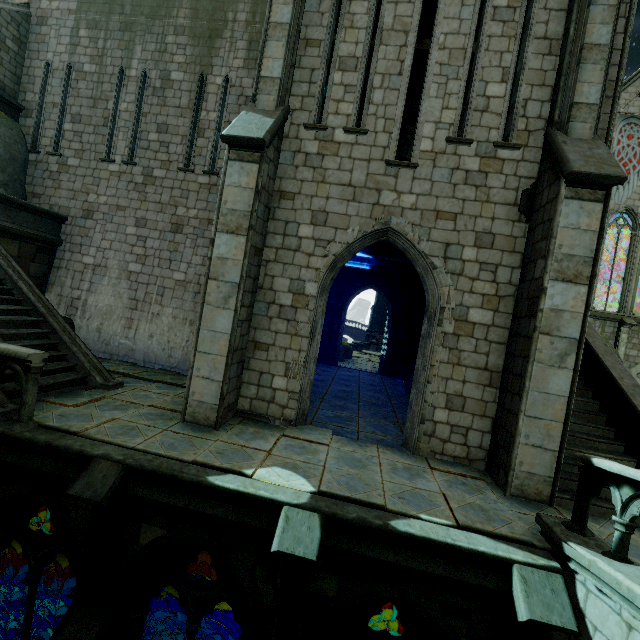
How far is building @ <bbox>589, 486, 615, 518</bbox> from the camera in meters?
5.8 m

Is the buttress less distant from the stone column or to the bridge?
the stone column

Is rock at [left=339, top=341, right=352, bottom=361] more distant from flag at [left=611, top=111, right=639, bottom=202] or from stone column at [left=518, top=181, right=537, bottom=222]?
stone column at [left=518, top=181, right=537, bottom=222]

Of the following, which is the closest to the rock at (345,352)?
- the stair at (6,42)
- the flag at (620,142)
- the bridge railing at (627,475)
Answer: the stair at (6,42)

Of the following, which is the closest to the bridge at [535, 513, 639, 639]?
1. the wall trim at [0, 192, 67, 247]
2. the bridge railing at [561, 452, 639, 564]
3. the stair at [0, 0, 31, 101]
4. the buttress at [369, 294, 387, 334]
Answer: the bridge railing at [561, 452, 639, 564]

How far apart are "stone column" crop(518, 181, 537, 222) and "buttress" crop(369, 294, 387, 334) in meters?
51.3

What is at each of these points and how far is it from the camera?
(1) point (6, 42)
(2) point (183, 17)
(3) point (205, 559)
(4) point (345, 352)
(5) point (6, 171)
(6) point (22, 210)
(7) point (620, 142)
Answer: (1) stair, 11.93m
(2) building, 11.77m
(3) rock, 17.19m
(4) rock, 23.78m
(5) rock, 11.08m
(6) wall trim, 10.53m
(7) flag, 20.80m

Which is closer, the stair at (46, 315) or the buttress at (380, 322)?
the stair at (46, 315)
